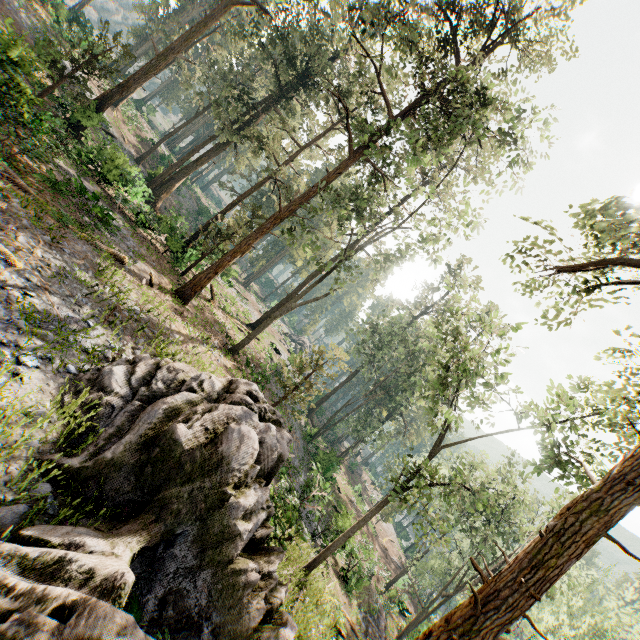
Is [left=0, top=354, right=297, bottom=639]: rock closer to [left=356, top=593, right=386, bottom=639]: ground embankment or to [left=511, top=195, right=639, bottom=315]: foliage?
[left=511, top=195, right=639, bottom=315]: foliage

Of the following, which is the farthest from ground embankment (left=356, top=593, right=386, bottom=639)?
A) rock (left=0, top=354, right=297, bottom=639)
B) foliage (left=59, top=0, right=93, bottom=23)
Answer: rock (left=0, top=354, right=297, bottom=639)

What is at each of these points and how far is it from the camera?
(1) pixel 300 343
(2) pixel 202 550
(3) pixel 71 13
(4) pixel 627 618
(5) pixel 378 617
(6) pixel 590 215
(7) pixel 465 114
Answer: (1) rock, 58.7m
(2) rock, 5.5m
(3) foliage, 44.9m
(4) foliage, 33.2m
(5) ground embankment, 24.8m
(6) foliage, 8.0m
(7) foliage, 14.6m

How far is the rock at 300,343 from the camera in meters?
34.4

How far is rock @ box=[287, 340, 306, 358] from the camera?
34.38m

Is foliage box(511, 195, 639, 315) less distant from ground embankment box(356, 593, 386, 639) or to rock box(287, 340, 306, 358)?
rock box(287, 340, 306, 358)

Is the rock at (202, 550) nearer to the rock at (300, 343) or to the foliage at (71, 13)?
the foliage at (71, 13)
